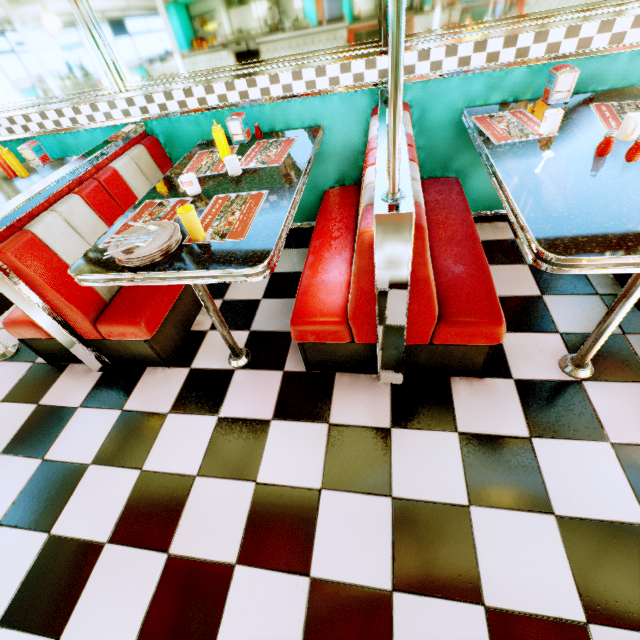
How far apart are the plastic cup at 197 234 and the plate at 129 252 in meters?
0.1

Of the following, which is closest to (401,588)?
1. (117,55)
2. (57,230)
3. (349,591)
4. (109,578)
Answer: (349,591)

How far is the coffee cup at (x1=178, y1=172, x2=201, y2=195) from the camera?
1.8 meters

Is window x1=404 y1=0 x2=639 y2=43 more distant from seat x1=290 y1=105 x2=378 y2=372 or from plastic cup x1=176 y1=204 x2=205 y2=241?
plastic cup x1=176 y1=204 x2=205 y2=241

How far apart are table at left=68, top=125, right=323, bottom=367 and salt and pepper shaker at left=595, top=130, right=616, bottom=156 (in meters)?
1.43

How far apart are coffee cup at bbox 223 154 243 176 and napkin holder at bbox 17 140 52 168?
2.06m

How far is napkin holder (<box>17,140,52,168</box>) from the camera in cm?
266

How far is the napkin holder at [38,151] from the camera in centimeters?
266cm
